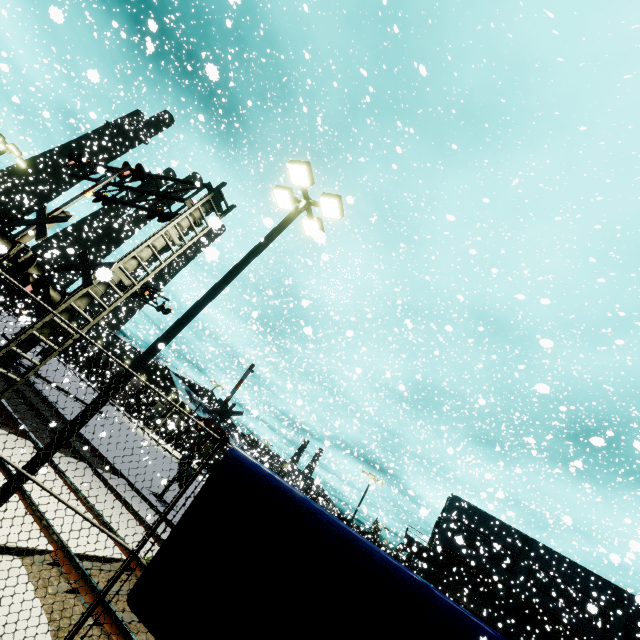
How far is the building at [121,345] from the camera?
41.06m

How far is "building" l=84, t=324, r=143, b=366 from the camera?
41.1 meters

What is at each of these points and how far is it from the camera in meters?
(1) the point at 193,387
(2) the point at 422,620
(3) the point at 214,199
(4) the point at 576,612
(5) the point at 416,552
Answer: (1) building, 54.9 m
(2) tarp, 3.1 m
(3) railroad crossing overhang, 10.3 m
(4) building, 31.5 m
(5) balcony, 42.8 m

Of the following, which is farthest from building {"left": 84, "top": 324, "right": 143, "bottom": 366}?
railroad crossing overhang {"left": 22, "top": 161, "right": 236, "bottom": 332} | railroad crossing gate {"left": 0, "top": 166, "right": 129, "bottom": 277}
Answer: railroad crossing overhang {"left": 22, "top": 161, "right": 236, "bottom": 332}

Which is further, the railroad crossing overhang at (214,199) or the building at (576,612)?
the building at (576,612)

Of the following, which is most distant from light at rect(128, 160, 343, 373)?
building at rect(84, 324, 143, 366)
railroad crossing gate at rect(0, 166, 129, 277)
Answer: building at rect(84, 324, 143, 366)

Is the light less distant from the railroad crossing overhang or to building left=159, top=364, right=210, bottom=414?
the railroad crossing overhang
